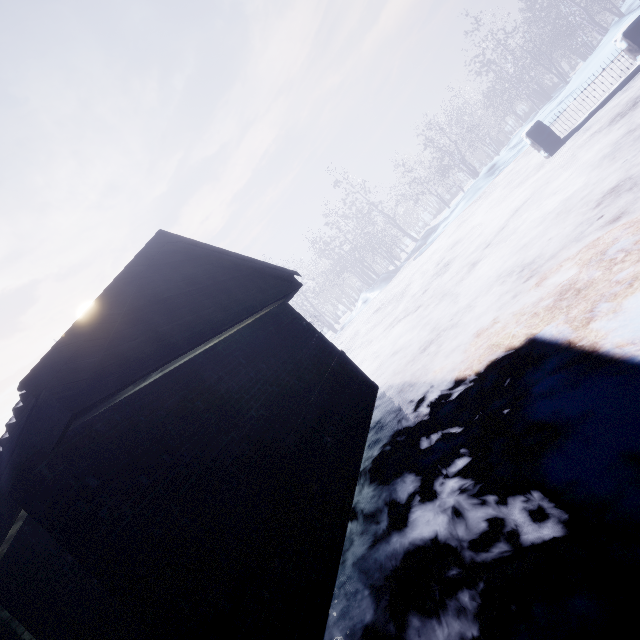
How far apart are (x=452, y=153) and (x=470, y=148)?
1.14m
